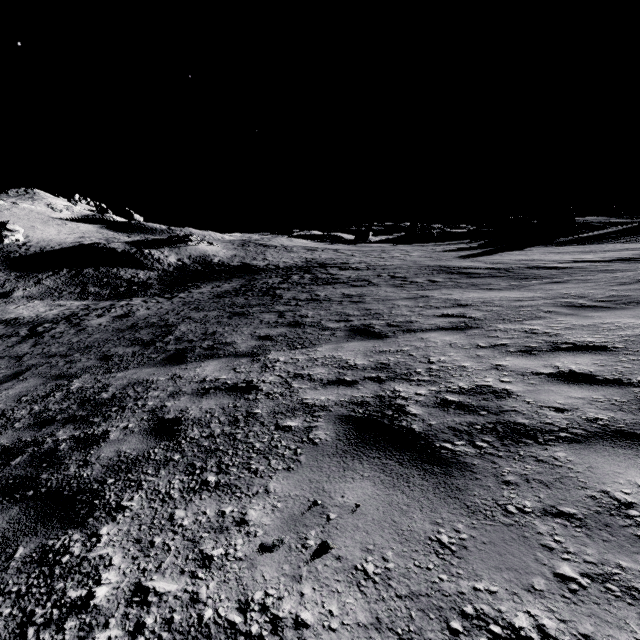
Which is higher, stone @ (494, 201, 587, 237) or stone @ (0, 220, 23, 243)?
stone @ (494, 201, 587, 237)

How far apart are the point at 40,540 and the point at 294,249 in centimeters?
4479cm

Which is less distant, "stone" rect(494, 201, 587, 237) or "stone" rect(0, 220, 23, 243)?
"stone" rect(494, 201, 587, 237)

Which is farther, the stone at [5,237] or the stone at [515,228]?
the stone at [5,237]

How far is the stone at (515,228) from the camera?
41.12m

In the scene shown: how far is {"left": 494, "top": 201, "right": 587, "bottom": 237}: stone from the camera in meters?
41.1 m
